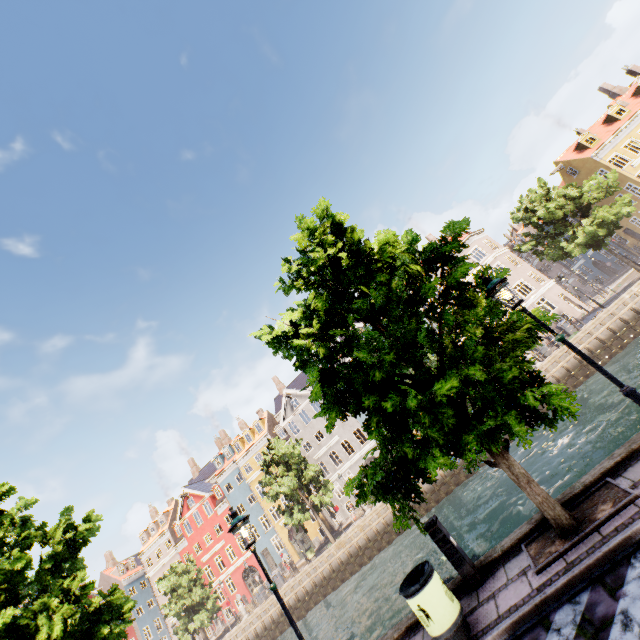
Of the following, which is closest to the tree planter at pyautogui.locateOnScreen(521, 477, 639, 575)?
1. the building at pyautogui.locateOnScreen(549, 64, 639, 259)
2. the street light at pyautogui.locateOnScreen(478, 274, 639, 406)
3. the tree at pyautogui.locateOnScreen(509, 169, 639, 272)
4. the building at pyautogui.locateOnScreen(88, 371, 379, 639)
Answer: the tree at pyautogui.locateOnScreen(509, 169, 639, 272)

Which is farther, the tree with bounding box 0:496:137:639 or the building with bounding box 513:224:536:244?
the building with bounding box 513:224:536:244

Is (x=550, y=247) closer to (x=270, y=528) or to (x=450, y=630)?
(x=450, y=630)

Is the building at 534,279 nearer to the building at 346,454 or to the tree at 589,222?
the tree at 589,222

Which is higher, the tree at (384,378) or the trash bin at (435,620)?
the tree at (384,378)

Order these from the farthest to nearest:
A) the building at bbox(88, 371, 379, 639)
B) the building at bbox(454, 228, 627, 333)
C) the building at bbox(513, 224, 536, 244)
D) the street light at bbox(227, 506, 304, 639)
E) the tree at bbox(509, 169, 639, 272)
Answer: the building at bbox(513, 224, 536, 244), the building at bbox(88, 371, 379, 639), the building at bbox(454, 228, 627, 333), the tree at bbox(509, 169, 639, 272), the street light at bbox(227, 506, 304, 639)

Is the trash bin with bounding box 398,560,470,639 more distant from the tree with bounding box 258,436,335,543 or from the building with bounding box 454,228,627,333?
the building with bounding box 454,228,627,333

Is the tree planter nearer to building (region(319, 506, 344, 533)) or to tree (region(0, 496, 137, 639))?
tree (region(0, 496, 137, 639))
